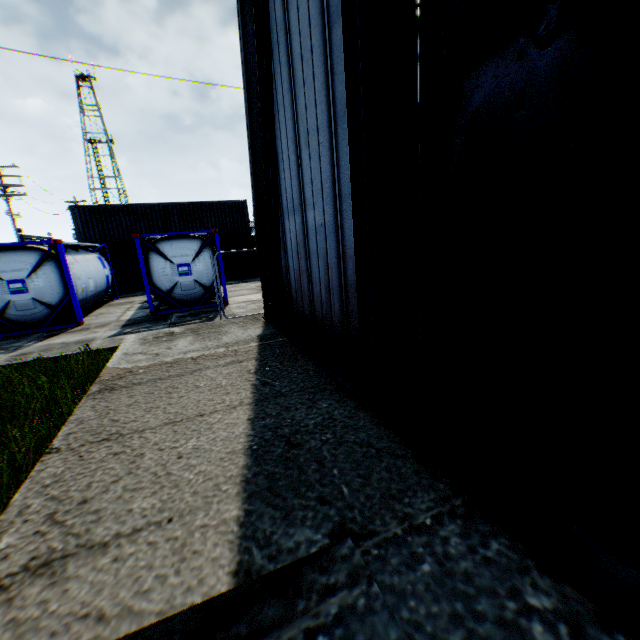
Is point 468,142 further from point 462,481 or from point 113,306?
point 113,306

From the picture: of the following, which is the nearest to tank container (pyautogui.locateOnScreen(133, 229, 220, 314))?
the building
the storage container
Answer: the storage container

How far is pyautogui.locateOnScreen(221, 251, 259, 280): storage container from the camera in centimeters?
2273cm

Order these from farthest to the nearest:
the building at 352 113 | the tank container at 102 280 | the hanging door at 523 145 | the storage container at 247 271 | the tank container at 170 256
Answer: the storage container at 247 271
the tank container at 170 256
the tank container at 102 280
the building at 352 113
the hanging door at 523 145

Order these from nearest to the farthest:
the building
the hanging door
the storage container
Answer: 1. the hanging door
2. the building
3. the storage container

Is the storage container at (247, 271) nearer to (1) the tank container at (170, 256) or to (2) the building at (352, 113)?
(1) the tank container at (170, 256)

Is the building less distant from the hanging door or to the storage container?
the hanging door

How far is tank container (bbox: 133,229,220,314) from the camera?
12.1 meters
